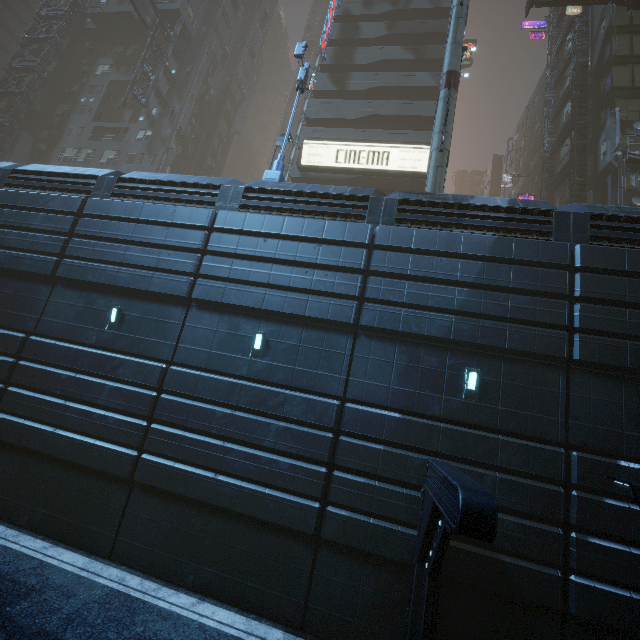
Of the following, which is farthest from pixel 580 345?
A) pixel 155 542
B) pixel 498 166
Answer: pixel 498 166

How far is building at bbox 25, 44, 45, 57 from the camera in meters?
38.5 m

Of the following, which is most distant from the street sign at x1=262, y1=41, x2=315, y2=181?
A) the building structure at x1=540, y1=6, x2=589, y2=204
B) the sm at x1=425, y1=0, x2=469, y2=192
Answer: the building structure at x1=540, y1=6, x2=589, y2=204

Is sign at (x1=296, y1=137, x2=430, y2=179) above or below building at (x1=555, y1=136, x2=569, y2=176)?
below

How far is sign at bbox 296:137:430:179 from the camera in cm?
2411

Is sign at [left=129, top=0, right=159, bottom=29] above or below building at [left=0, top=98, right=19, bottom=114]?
above

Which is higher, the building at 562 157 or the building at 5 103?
the building at 562 157

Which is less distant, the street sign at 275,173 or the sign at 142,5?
the street sign at 275,173
